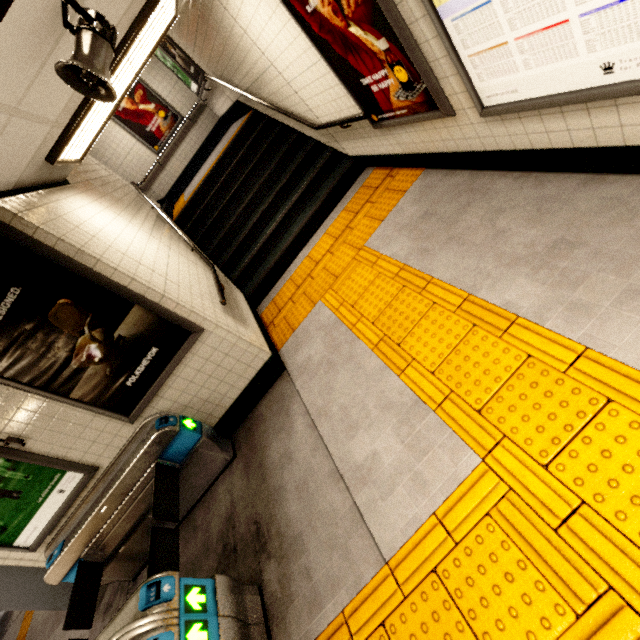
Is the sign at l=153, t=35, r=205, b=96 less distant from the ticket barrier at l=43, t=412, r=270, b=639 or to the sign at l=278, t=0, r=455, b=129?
the sign at l=278, t=0, r=455, b=129

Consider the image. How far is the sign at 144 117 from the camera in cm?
854

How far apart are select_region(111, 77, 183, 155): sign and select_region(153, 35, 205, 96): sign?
1.7m

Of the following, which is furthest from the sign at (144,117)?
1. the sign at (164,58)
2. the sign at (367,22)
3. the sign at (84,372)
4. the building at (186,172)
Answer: the sign at (84,372)

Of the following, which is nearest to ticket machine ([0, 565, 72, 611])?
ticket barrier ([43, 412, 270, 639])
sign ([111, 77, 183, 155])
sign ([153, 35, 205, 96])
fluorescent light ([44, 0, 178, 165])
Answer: ticket barrier ([43, 412, 270, 639])

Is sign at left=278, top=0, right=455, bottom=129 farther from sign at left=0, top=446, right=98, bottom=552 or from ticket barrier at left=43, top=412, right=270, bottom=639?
sign at left=0, top=446, right=98, bottom=552

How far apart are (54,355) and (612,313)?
4.2m

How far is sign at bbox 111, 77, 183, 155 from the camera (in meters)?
8.54
